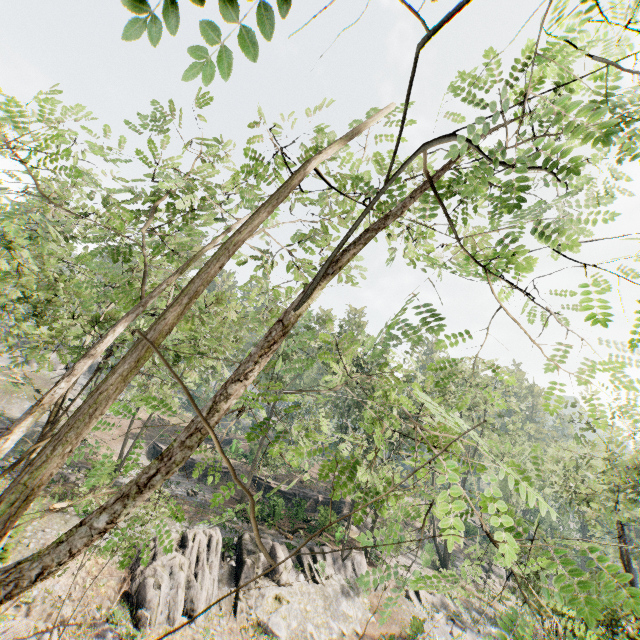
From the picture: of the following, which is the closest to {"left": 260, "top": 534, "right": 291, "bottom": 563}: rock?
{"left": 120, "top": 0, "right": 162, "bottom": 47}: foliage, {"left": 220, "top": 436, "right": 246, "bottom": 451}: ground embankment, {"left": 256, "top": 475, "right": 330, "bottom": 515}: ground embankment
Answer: {"left": 120, "top": 0, "right": 162, "bottom": 47}: foliage

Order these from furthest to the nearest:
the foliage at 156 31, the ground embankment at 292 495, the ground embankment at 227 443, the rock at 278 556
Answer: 1. the ground embankment at 227 443
2. the ground embankment at 292 495
3. the rock at 278 556
4. the foliage at 156 31

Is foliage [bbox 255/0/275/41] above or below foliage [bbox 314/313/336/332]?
below

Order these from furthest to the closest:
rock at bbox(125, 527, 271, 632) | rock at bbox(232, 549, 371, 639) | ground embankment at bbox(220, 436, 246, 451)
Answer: ground embankment at bbox(220, 436, 246, 451) → rock at bbox(232, 549, 371, 639) → rock at bbox(125, 527, 271, 632)

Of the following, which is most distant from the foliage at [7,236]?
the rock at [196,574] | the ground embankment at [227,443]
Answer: the ground embankment at [227,443]

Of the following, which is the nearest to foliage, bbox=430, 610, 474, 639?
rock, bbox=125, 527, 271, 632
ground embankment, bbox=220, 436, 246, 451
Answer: rock, bbox=125, 527, 271, 632

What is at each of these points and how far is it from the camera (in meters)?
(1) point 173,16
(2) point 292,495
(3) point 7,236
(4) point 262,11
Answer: (1) foliage, 0.86
(2) ground embankment, 37.81
(3) foliage, 9.50
(4) foliage, 1.04
